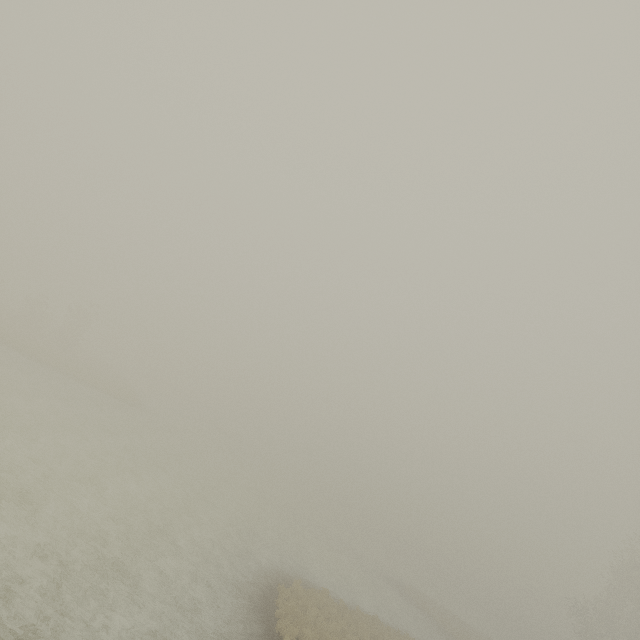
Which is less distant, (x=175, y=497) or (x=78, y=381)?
(x=175, y=497)
